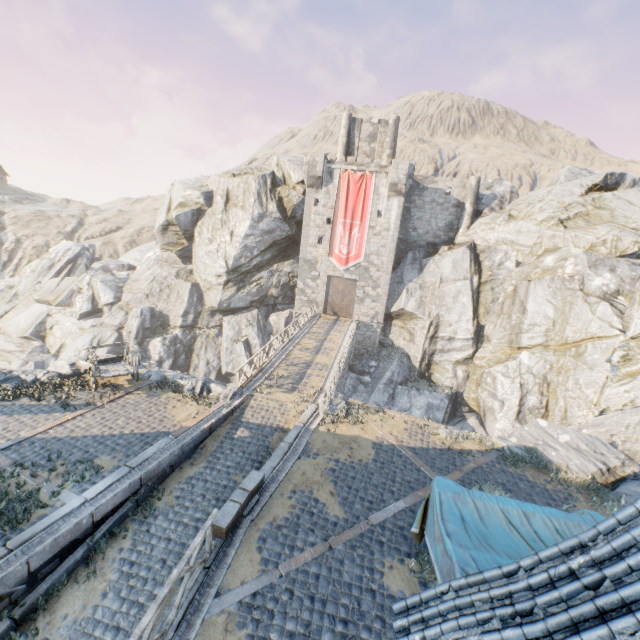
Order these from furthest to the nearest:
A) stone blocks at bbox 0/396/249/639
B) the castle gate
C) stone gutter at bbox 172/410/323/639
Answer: the castle gate → stone blocks at bbox 0/396/249/639 → stone gutter at bbox 172/410/323/639

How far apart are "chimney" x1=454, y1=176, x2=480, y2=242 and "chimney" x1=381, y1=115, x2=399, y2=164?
7.3 meters

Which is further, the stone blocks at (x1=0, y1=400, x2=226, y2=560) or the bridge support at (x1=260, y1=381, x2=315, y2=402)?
the bridge support at (x1=260, y1=381, x2=315, y2=402)

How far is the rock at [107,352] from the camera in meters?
16.8

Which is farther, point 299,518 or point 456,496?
point 299,518

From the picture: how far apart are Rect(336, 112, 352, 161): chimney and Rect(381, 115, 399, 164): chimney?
3.2 meters

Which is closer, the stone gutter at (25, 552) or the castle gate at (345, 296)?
the stone gutter at (25, 552)

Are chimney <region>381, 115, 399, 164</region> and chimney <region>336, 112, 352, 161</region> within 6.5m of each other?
yes
